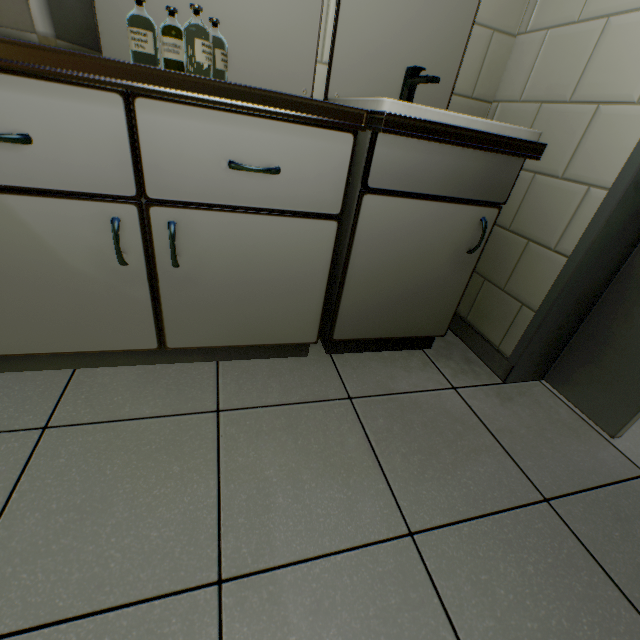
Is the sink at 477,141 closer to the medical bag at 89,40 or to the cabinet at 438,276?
the cabinet at 438,276

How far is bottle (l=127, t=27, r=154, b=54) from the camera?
1.0 meters

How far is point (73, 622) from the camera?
0.6m

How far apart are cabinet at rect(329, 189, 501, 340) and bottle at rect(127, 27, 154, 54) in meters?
0.8 m

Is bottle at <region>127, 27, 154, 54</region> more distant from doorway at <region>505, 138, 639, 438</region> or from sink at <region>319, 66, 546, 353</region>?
doorway at <region>505, 138, 639, 438</region>

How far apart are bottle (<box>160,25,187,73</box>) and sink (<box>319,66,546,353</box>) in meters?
0.6 m

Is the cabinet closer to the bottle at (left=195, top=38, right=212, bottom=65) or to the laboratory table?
the laboratory table

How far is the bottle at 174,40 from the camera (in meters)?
1.02
